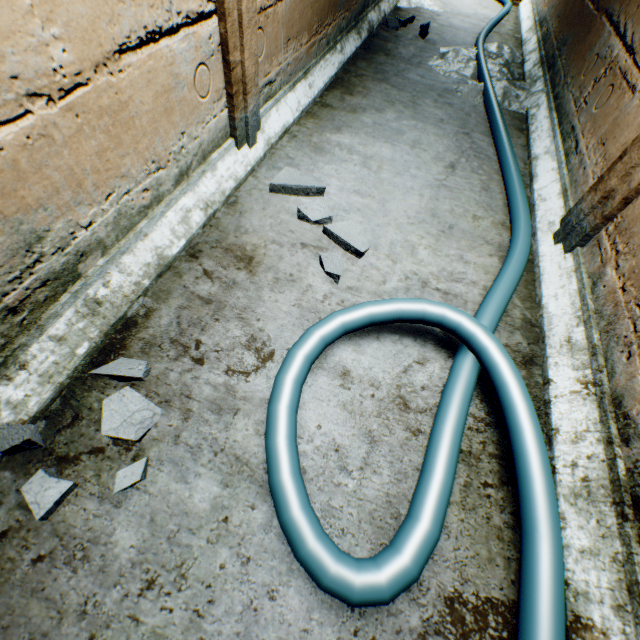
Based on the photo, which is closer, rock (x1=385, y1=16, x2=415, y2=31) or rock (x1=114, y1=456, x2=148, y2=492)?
rock (x1=114, y1=456, x2=148, y2=492)

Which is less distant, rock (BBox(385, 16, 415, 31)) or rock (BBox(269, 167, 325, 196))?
rock (BBox(269, 167, 325, 196))

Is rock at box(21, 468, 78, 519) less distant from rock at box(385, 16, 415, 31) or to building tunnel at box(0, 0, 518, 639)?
building tunnel at box(0, 0, 518, 639)

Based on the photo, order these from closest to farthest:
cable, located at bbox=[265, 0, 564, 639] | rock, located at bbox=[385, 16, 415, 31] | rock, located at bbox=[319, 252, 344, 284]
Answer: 1. cable, located at bbox=[265, 0, 564, 639]
2. rock, located at bbox=[319, 252, 344, 284]
3. rock, located at bbox=[385, 16, 415, 31]

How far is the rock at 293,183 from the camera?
1.61m

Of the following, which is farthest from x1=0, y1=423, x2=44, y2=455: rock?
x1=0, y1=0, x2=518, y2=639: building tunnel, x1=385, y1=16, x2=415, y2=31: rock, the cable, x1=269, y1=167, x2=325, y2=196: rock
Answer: x1=385, y1=16, x2=415, y2=31: rock

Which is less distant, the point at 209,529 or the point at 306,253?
the point at 209,529

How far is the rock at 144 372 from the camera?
1.0m
